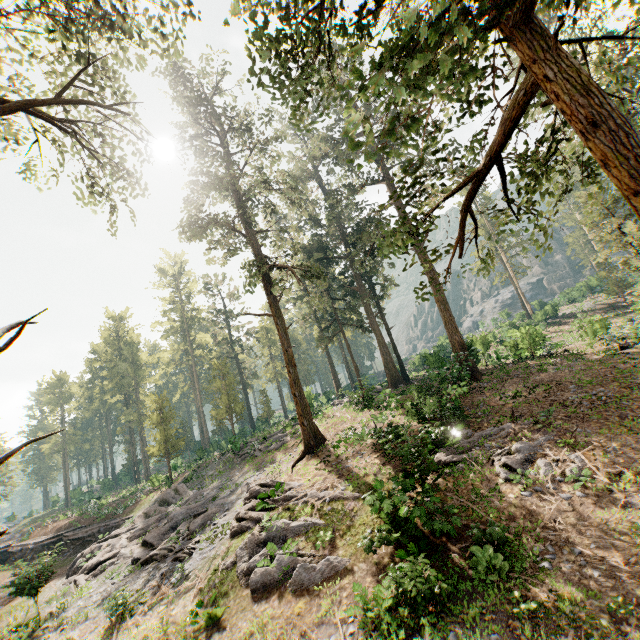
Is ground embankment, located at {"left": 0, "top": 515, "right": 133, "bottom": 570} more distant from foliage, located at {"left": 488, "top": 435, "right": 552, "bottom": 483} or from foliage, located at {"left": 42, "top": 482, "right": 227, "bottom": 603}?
foliage, located at {"left": 488, "top": 435, "right": 552, "bottom": 483}

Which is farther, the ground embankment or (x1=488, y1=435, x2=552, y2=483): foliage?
the ground embankment

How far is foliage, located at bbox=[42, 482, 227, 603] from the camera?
17.84m

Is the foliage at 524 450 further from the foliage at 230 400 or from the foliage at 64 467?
the foliage at 64 467

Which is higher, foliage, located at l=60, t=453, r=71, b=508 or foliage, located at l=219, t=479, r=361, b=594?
foliage, located at l=60, t=453, r=71, b=508

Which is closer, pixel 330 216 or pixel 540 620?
pixel 540 620

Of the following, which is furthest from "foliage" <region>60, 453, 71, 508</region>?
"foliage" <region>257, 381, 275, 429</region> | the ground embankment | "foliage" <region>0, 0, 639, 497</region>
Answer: "foliage" <region>257, 381, 275, 429</region>
